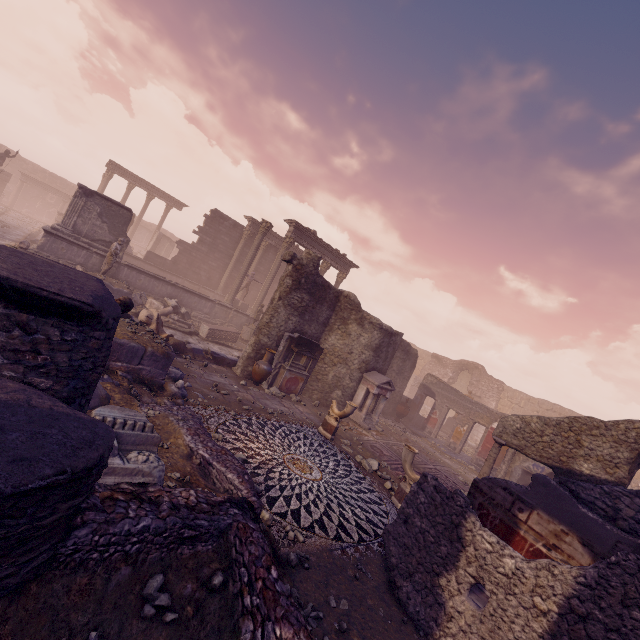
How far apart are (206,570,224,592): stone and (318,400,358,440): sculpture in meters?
6.7

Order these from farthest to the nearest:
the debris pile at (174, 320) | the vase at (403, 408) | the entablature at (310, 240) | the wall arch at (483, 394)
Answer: the wall arch at (483, 394)
the entablature at (310, 240)
the vase at (403, 408)
the debris pile at (174, 320)

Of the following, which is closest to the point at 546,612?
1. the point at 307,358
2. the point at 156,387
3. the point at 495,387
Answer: the point at 156,387

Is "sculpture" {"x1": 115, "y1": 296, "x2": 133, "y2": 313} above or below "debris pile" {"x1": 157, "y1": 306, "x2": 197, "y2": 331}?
above

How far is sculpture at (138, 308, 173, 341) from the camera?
10.8 meters

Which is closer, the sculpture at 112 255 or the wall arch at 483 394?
the sculpture at 112 255

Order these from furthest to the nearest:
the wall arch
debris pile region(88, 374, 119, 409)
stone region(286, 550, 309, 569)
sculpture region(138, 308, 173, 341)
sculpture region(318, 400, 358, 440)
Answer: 1. the wall arch
2. sculpture region(138, 308, 173, 341)
3. sculpture region(318, 400, 358, 440)
4. debris pile region(88, 374, 119, 409)
5. stone region(286, 550, 309, 569)

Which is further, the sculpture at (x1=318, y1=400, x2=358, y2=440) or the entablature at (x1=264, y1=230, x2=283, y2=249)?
the entablature at (x1=264, y1=230, x2=283, y2=249)
